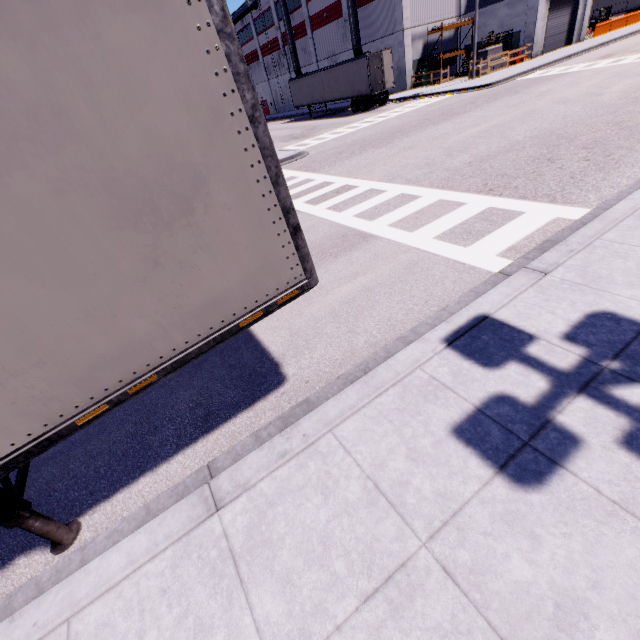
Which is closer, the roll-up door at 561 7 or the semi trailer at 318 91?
the semi trailer at 318 91

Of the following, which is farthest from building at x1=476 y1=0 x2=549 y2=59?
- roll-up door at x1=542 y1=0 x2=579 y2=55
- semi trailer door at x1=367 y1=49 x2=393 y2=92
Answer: semi trailer door at x1=367 y1=49 x2=393 y2=92

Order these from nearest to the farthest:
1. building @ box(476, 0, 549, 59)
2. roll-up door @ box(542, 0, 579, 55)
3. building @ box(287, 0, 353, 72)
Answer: building @ box(476, 0, 549, 59) < roll-up door @ box(542, 0, 579, 55) < building @ box(287, 0, 353, 72)

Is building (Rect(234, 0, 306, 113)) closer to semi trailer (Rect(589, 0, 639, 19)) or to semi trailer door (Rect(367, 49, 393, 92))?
semi trailer (Rect(589, 0, 639, 19))

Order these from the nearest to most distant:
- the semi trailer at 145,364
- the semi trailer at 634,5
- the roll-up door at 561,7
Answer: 1. the semi trailer at 145,364
2. the roll-up door at 561,7
3. the semi trailer at 634,5

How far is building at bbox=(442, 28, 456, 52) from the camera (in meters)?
33.50

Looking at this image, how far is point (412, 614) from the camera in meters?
2.1
